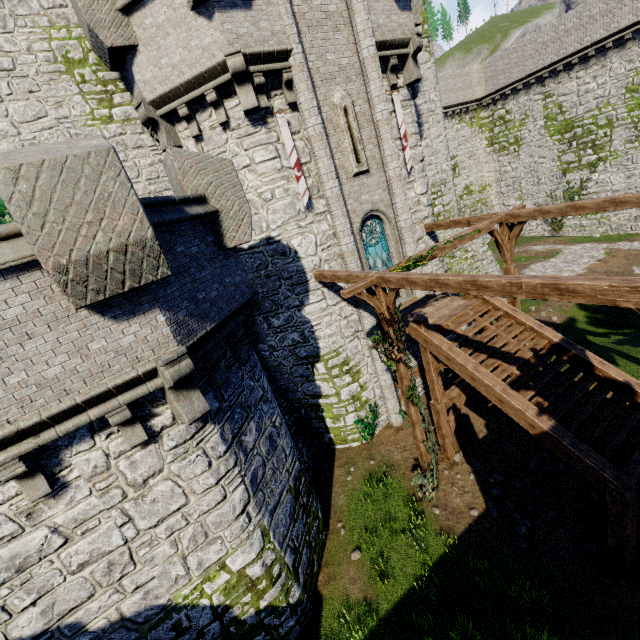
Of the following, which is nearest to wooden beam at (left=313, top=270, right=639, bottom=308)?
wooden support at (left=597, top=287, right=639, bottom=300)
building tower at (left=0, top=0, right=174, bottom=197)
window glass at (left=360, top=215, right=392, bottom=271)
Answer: wooden support at (left=597, top=287, right=639, bottom=300)

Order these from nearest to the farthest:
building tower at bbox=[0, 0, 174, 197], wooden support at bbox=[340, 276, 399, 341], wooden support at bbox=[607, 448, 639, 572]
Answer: wooden support at bbox=[607, 448, 639, 572]
wooden support at bbox=[340, 276, 399, 341]
building tower at bbox=[0, 0, 174, 197]

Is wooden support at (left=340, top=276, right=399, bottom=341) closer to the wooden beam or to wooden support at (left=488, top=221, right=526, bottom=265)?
the wooden beam

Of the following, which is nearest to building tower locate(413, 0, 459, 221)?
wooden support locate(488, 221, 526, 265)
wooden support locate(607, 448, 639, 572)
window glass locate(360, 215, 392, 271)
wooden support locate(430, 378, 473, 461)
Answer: window glass locate(360, 215, 392, 271)

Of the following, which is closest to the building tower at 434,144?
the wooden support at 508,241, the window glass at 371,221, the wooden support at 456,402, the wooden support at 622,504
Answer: the window glass at 371,221

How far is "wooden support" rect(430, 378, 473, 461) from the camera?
11.16m

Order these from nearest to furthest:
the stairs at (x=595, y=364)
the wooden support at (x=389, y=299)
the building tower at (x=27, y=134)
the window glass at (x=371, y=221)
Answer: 1. the stairs at (x=595, y=364)
2. the wooden support at (x=389, y=299)
3. the building tower at (x=27, y=134)
4. the window glass at (x=371, y=221)

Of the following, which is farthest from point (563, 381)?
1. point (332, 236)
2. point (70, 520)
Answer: point (70, 520)
